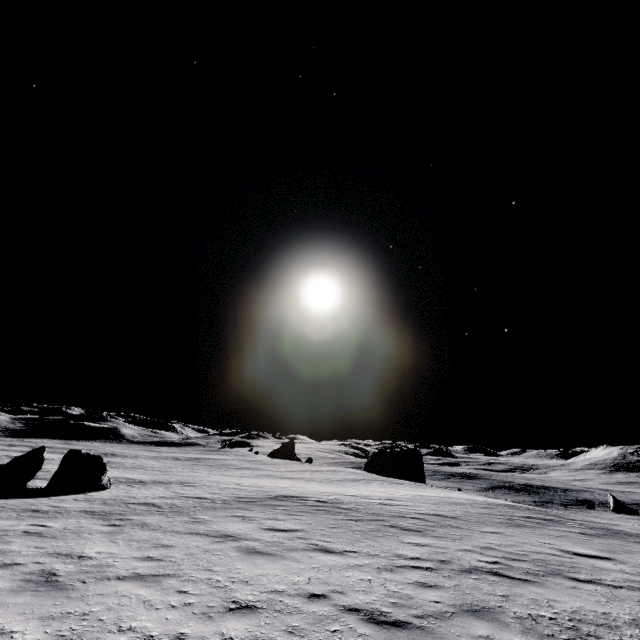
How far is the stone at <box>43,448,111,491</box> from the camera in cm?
1739

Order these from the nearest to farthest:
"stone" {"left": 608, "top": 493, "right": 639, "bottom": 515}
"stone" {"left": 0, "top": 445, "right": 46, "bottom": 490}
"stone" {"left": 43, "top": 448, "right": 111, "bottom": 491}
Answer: "stone" {"left": 0, "top": 445, "right": 46, "bottom": 490}
"stone" {"left": 43, "top": 448, "right": 111, "bottom": 491}
"stone" {"left": 608, "top": 493, "right": 639, "bottom": 515}

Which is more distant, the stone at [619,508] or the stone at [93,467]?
the stone at [619,508]

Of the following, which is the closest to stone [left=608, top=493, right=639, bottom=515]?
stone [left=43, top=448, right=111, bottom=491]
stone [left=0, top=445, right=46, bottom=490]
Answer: stone [left=43, top=448, right=111, bottom=491]

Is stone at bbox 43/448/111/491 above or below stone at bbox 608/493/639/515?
above

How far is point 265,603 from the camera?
5.2 meters

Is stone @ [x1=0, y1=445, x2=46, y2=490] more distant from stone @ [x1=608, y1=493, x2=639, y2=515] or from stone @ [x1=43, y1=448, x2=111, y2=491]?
stone @ [x1=608, y1=493, x2=639, y2=515]

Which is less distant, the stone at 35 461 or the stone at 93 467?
the stone at 35 461
